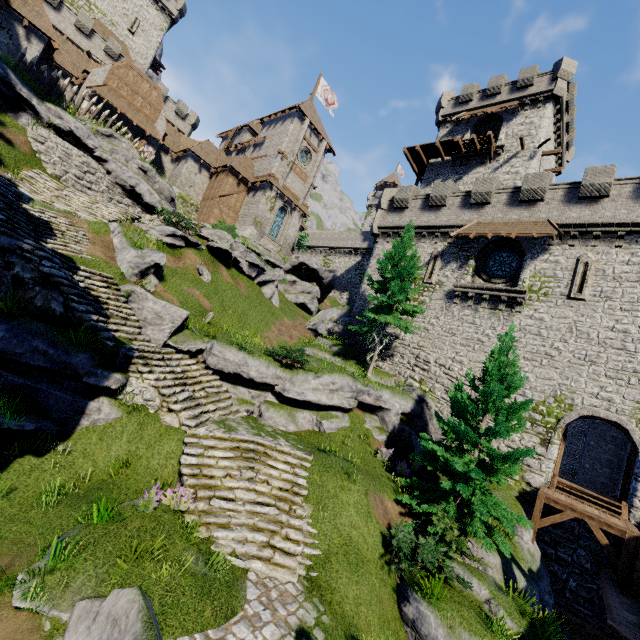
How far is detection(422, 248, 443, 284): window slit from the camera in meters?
22.8 m

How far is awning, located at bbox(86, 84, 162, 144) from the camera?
26.2m

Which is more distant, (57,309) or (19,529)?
(57,309)

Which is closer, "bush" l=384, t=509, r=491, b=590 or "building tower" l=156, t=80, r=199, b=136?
"bush" l=384, t=509, r=491, b=590

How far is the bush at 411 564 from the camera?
8.84m

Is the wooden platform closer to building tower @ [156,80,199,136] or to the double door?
the double door

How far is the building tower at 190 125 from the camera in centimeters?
4288cm

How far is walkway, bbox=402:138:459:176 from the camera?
30.4m
